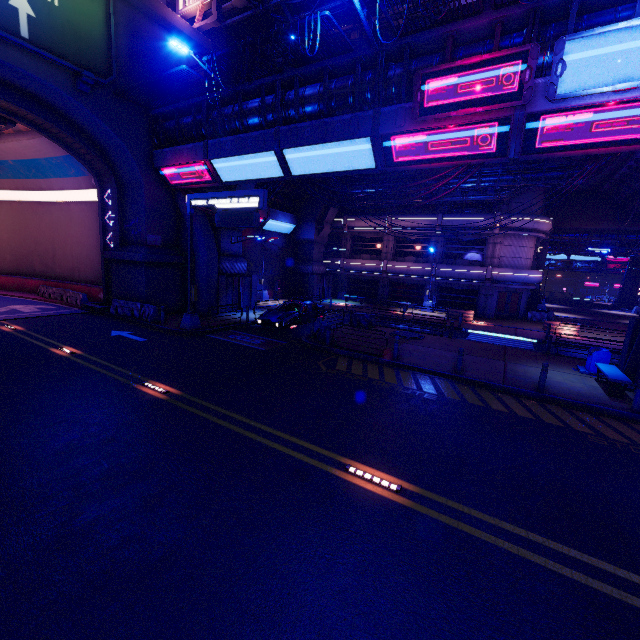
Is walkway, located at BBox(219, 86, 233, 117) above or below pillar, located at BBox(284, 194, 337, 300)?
above

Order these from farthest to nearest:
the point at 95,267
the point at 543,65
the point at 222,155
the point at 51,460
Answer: the point at 95,267 → the point at 222,155 → the point at 543,65 → the point at 51,460

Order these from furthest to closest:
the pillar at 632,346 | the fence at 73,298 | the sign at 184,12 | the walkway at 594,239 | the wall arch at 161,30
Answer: the walkway at 594,239, the fence at 73,298, the sign at 184,12, the wall arch at 161,30, the pillar at 632,346

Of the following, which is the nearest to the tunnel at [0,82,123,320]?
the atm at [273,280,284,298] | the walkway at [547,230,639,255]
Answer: the atm at [273,280,284,298]

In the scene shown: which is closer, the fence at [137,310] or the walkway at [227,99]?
the walkway at [227,99]

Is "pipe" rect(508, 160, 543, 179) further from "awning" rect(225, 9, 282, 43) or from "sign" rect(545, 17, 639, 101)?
"sign" rect(545, 17, 639, 101)

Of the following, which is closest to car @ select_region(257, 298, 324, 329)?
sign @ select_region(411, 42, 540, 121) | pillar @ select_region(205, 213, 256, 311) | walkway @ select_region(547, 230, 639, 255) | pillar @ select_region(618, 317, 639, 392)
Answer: pillar @ select_region(205, 213, 256, 311)

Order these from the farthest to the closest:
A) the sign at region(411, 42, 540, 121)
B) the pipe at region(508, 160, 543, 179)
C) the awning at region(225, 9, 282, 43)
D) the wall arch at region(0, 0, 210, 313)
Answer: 1. the awning at region(225, 9, 282, 43)
2. the pipe at region(508, 160, 543, 179)
3. the wall arch at region(0, 0, 210, 313)
4. the sign at region(411, 42, 540, 121)
